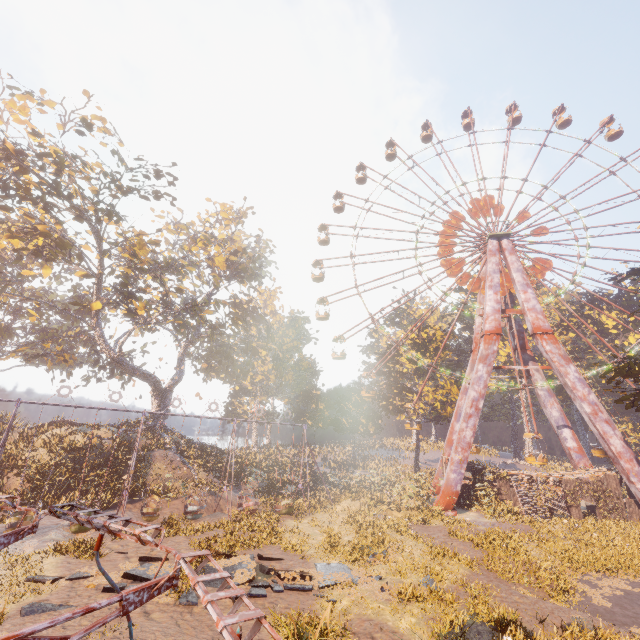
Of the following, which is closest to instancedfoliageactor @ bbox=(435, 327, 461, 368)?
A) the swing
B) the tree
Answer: the swing

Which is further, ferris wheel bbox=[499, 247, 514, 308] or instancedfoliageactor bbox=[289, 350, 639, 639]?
ferris wheel bbox=[499, 247, 514, 308]

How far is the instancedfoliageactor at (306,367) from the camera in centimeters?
5639cm

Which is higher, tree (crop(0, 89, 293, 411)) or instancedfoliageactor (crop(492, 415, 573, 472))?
tree (crop(0, 89, 293, 411))

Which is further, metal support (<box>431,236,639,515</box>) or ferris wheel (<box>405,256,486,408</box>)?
ferris wheel (<box>405,256,486,408</box>)

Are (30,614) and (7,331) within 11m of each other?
no

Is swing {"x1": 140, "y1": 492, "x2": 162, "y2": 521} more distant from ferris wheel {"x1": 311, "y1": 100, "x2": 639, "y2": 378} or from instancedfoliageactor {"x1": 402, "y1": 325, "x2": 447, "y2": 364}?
ferris wheel {"x1": 311, "y1": 100, "x2": 639, "y2": 378}

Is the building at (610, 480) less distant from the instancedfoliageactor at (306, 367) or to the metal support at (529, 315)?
the metal support at (529, 315)
